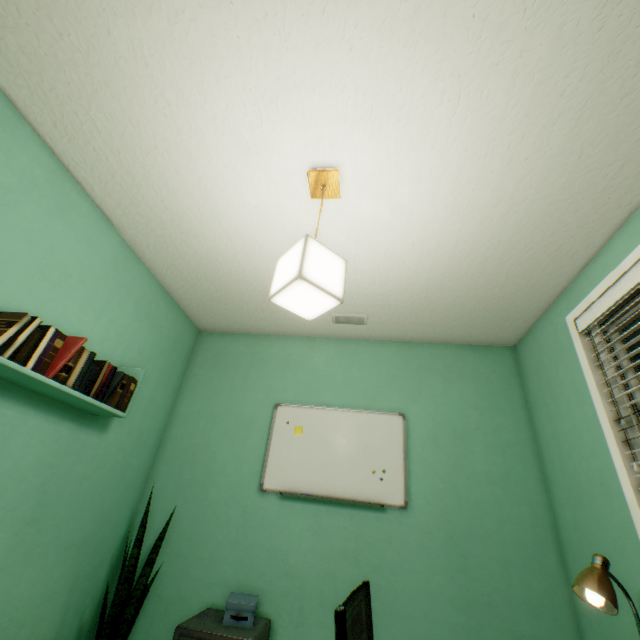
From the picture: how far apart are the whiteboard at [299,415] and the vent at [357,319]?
0.7m

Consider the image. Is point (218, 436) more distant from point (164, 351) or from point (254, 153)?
point (254, 153)

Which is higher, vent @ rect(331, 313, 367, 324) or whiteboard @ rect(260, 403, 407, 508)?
vent @ rect(331, 313, 367, 324)

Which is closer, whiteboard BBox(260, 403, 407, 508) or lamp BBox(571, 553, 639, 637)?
lamp BBox(571, 553, 639, 637)

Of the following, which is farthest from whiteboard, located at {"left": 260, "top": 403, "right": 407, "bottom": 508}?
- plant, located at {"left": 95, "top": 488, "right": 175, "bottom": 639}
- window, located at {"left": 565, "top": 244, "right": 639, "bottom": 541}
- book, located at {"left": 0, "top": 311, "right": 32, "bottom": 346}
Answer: book, located at {"left": 0, "top": 311, "right": 32, "bottom": 346}

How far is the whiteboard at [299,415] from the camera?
2.2m

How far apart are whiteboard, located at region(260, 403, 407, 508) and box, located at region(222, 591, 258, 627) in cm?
59

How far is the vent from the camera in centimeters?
246cm
